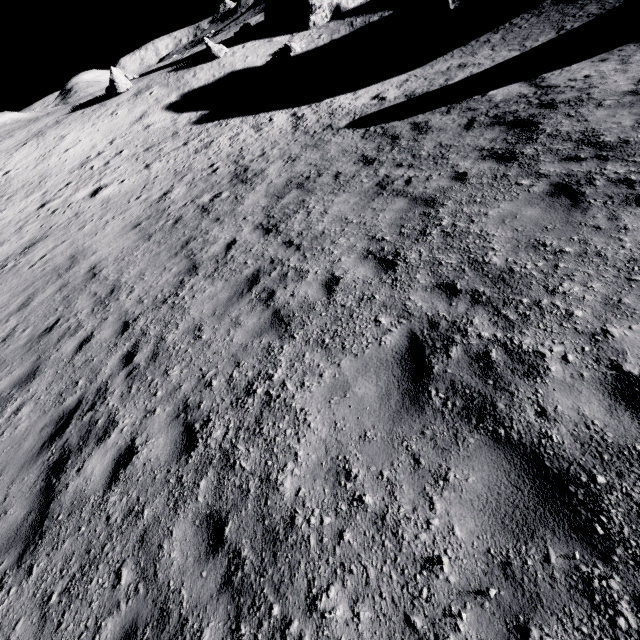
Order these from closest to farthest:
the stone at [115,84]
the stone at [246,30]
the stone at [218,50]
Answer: the stone at [115,84], the stone at [218,50], the stone at [246,30]

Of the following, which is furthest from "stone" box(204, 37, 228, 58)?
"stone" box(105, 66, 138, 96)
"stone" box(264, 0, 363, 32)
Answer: "stone" box(105, 66, 138, 96)

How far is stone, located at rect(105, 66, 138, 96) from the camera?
27.4m

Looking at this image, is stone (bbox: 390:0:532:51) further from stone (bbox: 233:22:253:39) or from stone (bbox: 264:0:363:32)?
stone (bbox: 233:22:253:39)

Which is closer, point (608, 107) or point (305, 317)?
point (305, 317)

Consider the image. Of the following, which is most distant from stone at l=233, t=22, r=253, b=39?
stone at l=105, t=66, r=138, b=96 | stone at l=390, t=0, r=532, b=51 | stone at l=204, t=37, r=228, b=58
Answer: stone at l=390, t=0, r=532, b=51

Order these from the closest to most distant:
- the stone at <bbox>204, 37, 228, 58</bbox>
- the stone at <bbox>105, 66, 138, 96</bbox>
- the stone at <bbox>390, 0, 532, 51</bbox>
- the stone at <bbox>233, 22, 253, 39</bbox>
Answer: the stone at <bbox>390, 0, 532, 51</bbox> → the stone at <bbox>105, 66, 138, 96</bbox> → the stone at <bbox>204, 37, 228, 58</bbox> → the stone at <bbox>233, 22, 253, 39</bbox>

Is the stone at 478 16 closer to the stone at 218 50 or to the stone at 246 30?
the stone at 246 30
